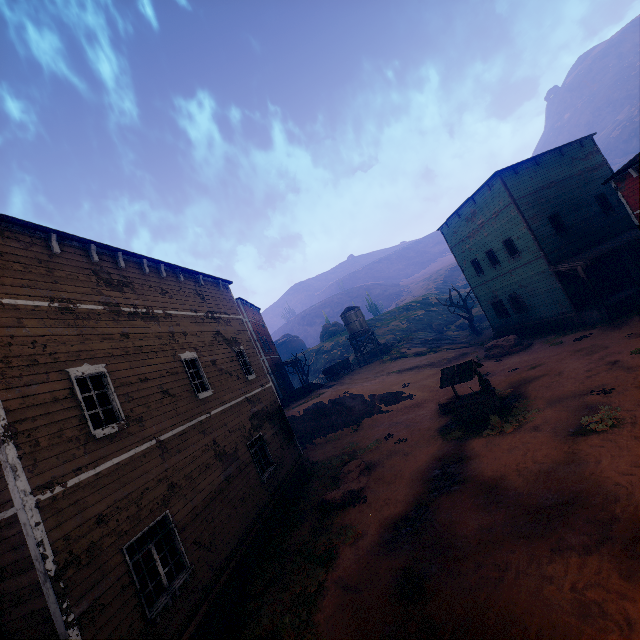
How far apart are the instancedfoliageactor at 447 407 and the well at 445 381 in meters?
0.8

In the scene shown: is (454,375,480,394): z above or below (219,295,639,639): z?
above

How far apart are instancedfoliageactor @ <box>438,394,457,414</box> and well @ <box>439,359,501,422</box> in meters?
0.8 m

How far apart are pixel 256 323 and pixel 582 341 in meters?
26.2 m

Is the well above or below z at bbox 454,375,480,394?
above

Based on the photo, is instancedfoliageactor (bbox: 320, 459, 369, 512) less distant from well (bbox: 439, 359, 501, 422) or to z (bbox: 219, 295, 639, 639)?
z (bbox: 219, 295, 639, 639)

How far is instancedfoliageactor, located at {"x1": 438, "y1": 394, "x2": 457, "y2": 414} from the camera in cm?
1577

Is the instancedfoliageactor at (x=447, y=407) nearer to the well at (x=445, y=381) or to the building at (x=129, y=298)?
the well at (x=445, y=381)
